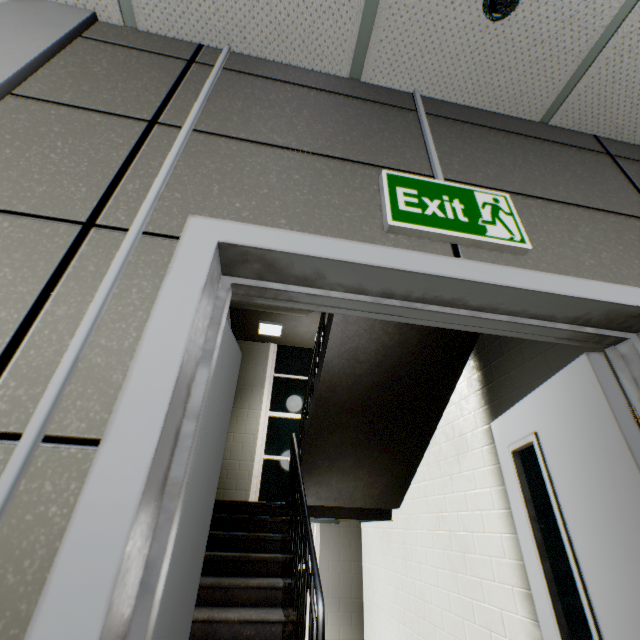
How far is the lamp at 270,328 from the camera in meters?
6.8

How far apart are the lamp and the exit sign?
5.81m

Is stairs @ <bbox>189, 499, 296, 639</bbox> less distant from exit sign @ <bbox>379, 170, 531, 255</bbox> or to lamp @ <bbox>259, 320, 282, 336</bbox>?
lamp @ <bbox>259, 320, 282, 336</bbox>

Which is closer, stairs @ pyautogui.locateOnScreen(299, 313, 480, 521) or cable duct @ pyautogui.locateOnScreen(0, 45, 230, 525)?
cable duct @ pyautogui.locateOnScreen(0, 45, 230, 525)

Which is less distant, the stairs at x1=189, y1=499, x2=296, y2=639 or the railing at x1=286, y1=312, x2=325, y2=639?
the railing at x1=286, y1=312, x2=325, y2=639

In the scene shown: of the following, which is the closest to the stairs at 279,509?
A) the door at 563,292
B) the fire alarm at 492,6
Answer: the door at 563,292

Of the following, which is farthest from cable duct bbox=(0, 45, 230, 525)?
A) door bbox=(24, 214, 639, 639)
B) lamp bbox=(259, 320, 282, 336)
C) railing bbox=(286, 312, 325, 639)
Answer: lamp bbox=(259, 320, 282, 336)

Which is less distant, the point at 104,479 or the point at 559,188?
the point at 104,479
